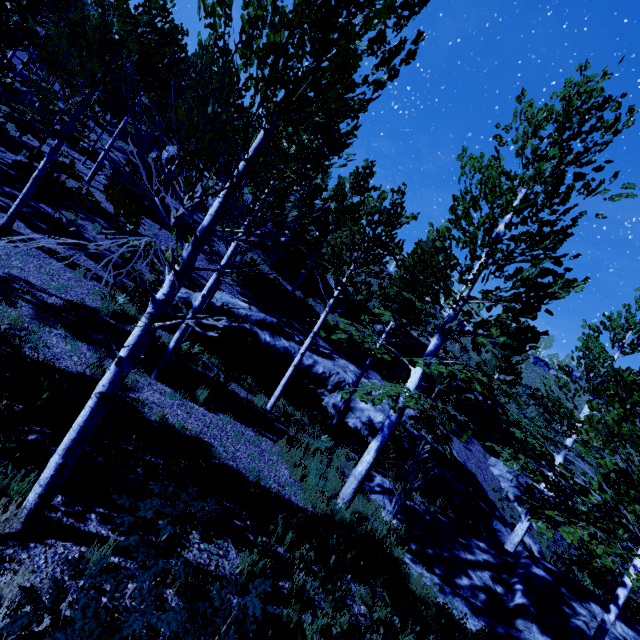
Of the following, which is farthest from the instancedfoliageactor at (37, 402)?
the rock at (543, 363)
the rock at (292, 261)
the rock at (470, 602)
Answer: the rock at (543, 363)

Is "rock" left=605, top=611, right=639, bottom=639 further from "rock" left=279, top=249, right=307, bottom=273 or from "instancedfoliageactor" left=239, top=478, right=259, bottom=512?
"rock" left=279, top=249, right=307, bottom=273

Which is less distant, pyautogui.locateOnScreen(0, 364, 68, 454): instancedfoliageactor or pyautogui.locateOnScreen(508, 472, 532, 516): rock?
pyautogui.locateOnScreen(0, 364, 68, 454): instancedfoliageactor

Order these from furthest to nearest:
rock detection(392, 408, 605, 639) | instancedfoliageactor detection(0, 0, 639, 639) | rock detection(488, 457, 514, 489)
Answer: rock detection(488, 457, 514, 489), rock detection(392, 408, 605, 639), instancedfoliageactor detection(0, 0, 639, 639)

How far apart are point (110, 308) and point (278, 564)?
8.64m

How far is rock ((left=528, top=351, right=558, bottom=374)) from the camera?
53.00m

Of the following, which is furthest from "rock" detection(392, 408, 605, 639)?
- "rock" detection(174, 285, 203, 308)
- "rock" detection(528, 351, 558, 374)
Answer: "rock" detection(528, 351, 558, 374)

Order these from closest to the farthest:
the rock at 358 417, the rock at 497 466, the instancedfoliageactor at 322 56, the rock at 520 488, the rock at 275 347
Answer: the instancedfoliageactor at 322 56 < the rock at 275 347 < the rock at 358 417 < the rock at 520 488 < the rock at 497 466
